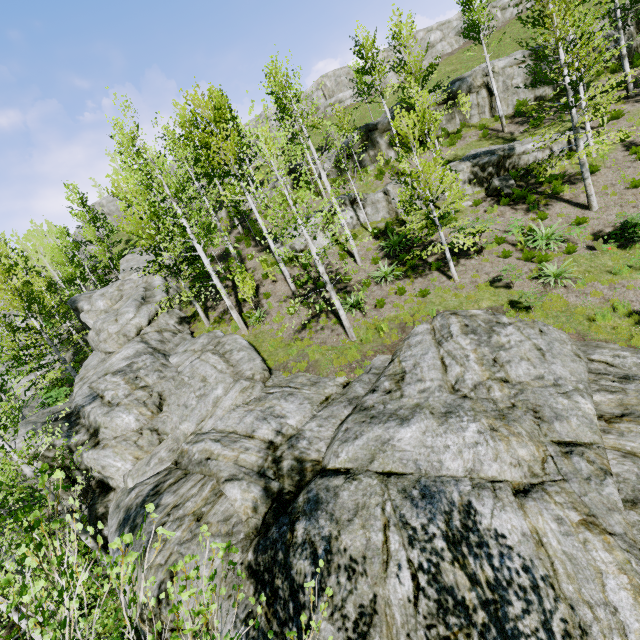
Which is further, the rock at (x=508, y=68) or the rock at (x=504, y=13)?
the rock at (x=504, y=13)

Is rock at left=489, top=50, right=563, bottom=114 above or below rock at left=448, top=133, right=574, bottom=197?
above

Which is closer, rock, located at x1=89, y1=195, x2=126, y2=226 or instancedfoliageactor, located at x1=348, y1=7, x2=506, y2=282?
instancedfoliageactor, located at x1=348, y1=7, x2=506, y2=282

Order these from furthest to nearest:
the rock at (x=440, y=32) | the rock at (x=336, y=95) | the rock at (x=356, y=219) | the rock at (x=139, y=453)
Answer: the rock at (x=440, y=32) → the rock at (x=336, y=95) → the rock at (x=356, y=219) → the rock at (x=139, y=453)

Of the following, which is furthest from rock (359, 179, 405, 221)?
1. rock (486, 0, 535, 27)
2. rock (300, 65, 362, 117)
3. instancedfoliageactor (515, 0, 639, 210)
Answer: rock (486, 0, 535, 27)

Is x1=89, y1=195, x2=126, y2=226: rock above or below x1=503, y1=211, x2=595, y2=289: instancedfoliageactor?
above

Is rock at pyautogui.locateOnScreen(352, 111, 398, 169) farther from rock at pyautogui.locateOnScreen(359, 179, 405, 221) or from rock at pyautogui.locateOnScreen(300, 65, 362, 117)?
rock at pyautogui.locateOnScreen(300, 65, 362, 117)

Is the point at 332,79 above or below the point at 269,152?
above
